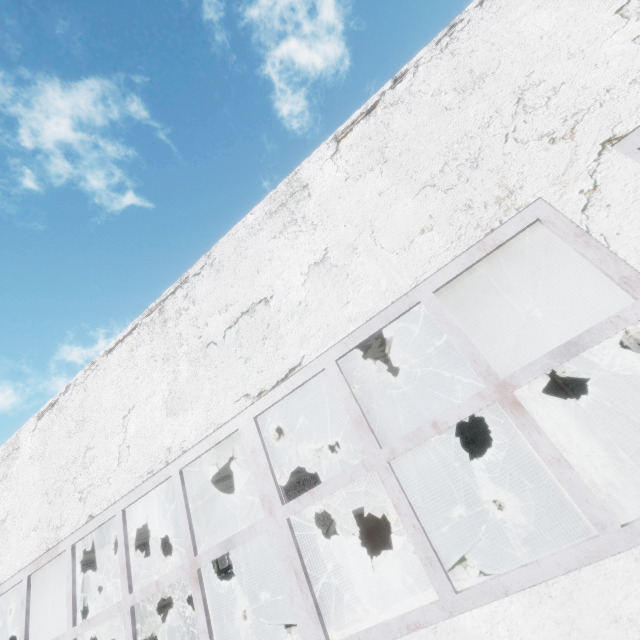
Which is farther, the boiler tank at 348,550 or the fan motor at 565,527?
the boiler tank at 348,550

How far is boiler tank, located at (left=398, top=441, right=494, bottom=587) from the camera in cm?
930

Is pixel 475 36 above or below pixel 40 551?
above

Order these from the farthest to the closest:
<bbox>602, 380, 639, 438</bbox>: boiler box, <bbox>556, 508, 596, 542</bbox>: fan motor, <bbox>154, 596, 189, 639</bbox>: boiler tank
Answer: <bbox>154, 596, 189, 639</bbox>: boiler tank
<bbox>602, 380, 639, 438</bbox>: boiler box
<bbox>556, 508, 596, 542</bbox>: fan motor

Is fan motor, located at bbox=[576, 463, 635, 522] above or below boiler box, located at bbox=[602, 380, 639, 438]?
below

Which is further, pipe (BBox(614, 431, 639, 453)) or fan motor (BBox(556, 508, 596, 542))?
pipe (BBox(614, 431, 639, 453))

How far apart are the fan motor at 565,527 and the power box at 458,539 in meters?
2.1 m

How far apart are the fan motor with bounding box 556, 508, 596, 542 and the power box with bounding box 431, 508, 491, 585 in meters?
2.1
